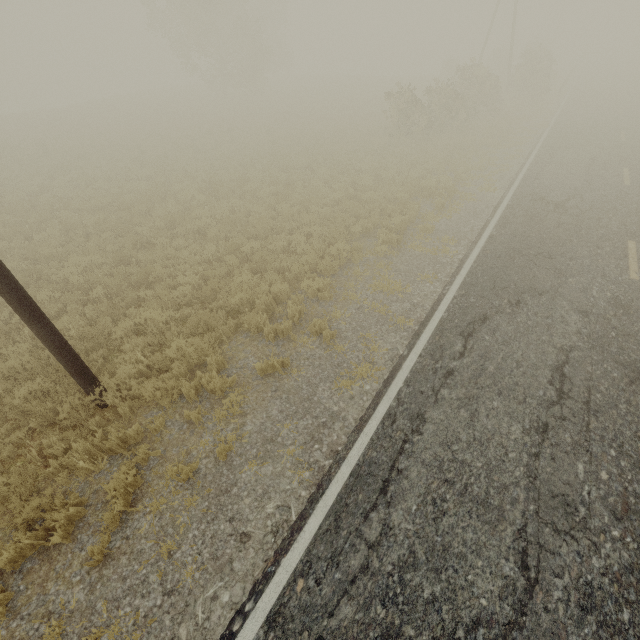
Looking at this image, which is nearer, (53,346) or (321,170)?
(53,346)

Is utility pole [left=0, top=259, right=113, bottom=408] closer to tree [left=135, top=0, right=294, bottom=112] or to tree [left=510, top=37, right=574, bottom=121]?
tree [left=510, top=37, right=574, bottom=121]

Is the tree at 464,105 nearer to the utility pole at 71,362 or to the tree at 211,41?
the tree at 211,41

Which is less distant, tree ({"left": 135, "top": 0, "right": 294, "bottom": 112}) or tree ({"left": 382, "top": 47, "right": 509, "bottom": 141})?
tree ({"left": 382, "top": 47, "right": 509, "bottom": 141})

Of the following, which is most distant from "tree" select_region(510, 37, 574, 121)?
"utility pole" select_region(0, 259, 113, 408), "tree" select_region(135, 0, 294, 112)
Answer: "utility pole" select_region(0, 259, 113, 408)

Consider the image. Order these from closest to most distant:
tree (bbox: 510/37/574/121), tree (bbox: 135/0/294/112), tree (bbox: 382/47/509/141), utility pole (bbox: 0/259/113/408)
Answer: utility pole (bbox: 0/259/113/408) < tree (bbox: 382/47/509/141) < tree (bbox: 510/37/574/121) < tree (bbox: 135/0/294/112)

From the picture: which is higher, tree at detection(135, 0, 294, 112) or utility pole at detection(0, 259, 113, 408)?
tree at detection(135, 0, 294, 112)

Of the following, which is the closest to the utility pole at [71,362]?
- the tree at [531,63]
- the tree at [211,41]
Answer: the tree at [531,63]
